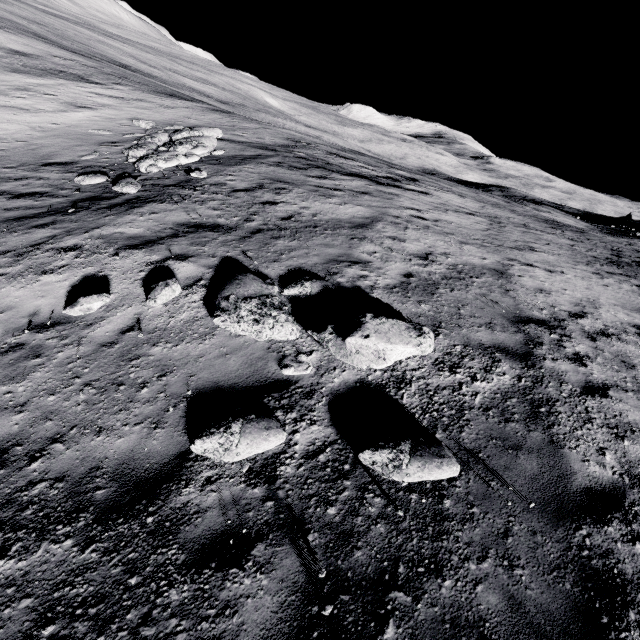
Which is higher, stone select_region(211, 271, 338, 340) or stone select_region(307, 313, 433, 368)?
stone select_region(307, 313, 433, 368)

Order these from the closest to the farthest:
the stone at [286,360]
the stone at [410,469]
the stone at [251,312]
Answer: the stone at [410,469], the stone at [286,360], the stone at [251,312]

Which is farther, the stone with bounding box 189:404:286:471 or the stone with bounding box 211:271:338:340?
the stone with bounding box 211:271:338:340

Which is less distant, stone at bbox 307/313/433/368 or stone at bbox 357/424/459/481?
stone at bbox 357/424/459/481

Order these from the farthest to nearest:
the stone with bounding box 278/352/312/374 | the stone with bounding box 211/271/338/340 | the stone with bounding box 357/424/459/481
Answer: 1. the stone with bounding box 211/271/338/340
2. the stone with bounding box 278/352/312/374
3. the stone with bounding box 357/424/459/481

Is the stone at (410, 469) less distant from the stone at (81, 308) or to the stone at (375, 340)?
the stone at (375, 340)

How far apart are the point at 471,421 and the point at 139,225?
8.7 meters

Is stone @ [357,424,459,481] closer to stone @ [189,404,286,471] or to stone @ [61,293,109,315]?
stone @ [189,404,286,471]
